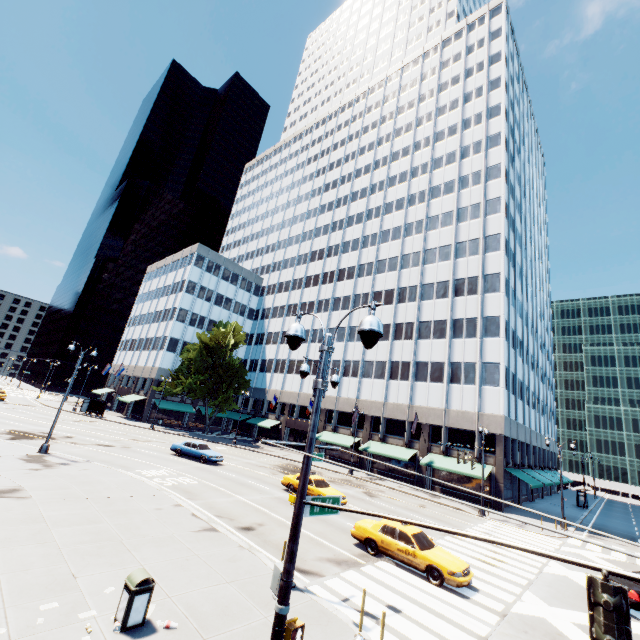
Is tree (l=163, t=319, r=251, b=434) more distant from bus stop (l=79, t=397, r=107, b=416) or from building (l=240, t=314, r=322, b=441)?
bus stop (l=79, t=397, r=107, b=416)

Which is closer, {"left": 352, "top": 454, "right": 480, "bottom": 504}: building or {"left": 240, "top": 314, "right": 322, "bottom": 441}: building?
{"left": 352, "top": 454, "right": 480, "bottom": 504}: building

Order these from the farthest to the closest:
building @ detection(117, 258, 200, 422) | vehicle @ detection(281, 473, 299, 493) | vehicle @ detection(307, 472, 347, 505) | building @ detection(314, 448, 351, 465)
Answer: building @ detection(117, 258, 200, 422), building @ detection(314, 448, 351, 465), vehicle @ detection(281, 473, 299, 493), vehicle @ detection(307, 472, 347, 505)

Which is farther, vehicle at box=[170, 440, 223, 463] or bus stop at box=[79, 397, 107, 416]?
bus stop at box=[79, 397, 107, 416]

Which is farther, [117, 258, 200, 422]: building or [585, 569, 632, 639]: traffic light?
[117, 258, 200, 422]: building

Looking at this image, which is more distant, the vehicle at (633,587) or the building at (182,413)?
the building at (182,413)

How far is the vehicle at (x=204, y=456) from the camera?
28.5m

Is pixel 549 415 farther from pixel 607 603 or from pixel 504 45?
pixel 607 603
